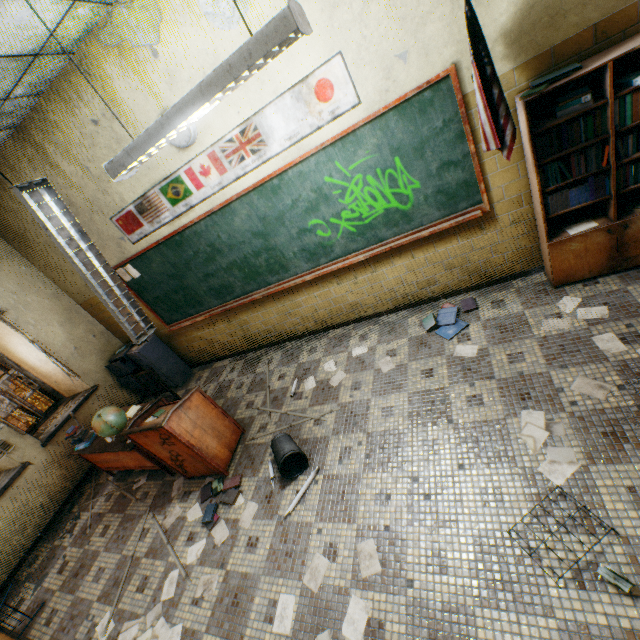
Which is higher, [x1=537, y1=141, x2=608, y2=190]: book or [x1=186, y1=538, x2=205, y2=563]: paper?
[x1=537, y1=141, x2=608, y2=190]: book

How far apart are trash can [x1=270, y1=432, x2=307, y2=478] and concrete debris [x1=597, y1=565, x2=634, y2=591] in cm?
218

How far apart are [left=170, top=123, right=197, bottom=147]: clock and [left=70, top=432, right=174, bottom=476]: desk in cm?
305

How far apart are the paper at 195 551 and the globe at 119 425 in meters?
1.5 m

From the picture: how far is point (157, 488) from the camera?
4.04m

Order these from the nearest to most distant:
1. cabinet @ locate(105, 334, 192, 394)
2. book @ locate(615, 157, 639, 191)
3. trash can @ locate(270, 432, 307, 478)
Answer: book @ locate(615, 157, 639, 191) → trash can @ locate(270, 432, 307, 478) → cabinet @ locate(105, 334, 192, 394)

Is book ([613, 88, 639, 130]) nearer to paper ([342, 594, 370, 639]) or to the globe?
paper ([342, 594, 370, 639])

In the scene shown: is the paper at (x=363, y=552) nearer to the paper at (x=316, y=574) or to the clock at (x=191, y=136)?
the paper at (x=316, y=574)
